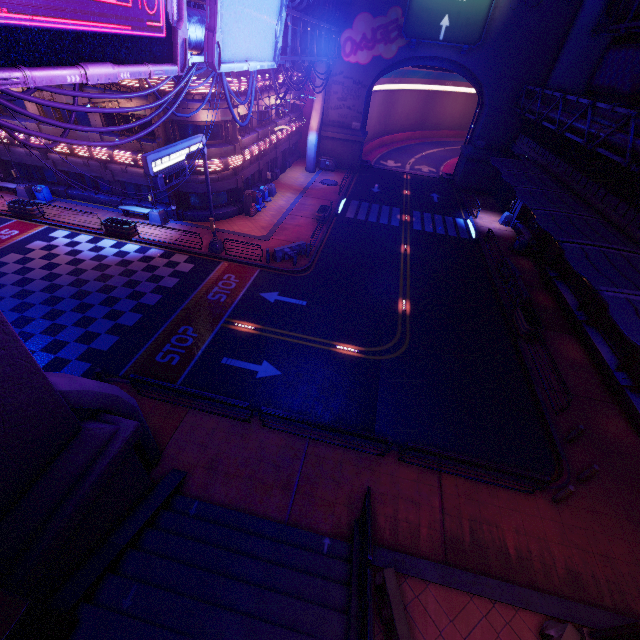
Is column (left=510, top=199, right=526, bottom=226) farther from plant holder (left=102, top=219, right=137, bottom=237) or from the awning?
plant holder (left=102, top=219, right=137, bottom=237)

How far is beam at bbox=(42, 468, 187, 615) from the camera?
6.8m

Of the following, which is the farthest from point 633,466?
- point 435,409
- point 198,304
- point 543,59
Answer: point 543,59

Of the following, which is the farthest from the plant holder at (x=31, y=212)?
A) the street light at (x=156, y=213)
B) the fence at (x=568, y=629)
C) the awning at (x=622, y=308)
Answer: the fence at (x=568, y=629)

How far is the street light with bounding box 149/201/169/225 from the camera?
24.1 meters

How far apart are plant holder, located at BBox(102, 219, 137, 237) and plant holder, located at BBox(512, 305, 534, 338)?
25.91m

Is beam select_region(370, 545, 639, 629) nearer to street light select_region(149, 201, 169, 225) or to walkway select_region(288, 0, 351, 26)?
walkway select_region(288, 0, 351, 26)

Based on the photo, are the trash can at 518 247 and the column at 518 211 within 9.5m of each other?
yes
